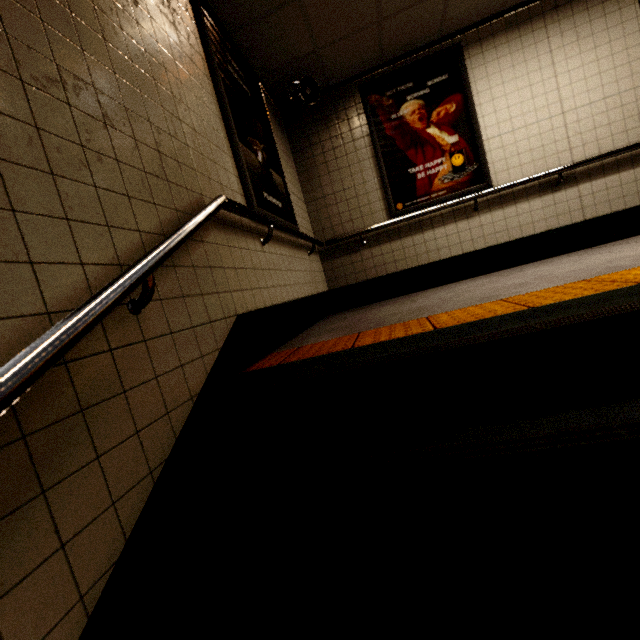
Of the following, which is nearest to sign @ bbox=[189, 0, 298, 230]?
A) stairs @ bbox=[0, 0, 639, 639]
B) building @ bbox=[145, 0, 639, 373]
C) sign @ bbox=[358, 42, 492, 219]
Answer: building @ bbox=[145, 0, 639, 373]

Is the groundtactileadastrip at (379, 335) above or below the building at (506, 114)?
below

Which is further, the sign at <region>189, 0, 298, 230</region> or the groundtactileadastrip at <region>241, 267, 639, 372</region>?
the sign at <region>189, 0, 298, 230</region>

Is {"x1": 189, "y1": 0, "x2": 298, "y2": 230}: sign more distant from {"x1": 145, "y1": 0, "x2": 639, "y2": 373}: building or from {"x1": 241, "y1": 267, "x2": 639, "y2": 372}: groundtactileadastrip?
{"x1": 241, "y1": 267, "x2": 639, "y2": 372}: groundtactileadastrip

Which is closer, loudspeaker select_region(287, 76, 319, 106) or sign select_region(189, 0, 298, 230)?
sign select_region(189, 0, 298, 230)

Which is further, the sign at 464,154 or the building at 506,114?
the sign at 464,154

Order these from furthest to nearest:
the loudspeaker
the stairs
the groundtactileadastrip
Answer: the loudspeaker, the groundtactileadastrip, the stairs

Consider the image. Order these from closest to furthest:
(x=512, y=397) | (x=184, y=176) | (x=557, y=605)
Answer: (x=557, y=605), (x=512, y=397), (x=184, y=176)
